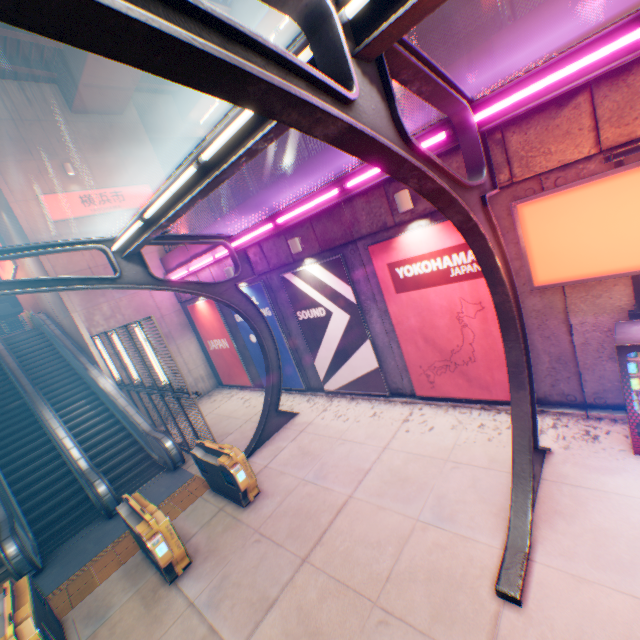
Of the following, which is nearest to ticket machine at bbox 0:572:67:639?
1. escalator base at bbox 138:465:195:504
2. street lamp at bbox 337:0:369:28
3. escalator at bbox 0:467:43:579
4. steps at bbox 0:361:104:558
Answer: escalator base at bbox 138:465:195:504

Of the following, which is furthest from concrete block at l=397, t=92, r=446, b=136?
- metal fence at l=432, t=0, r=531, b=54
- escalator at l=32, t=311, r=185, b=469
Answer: escalator at l=32, t=311, r=185, b=469

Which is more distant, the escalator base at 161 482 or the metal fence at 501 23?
the escalator base at 161 482

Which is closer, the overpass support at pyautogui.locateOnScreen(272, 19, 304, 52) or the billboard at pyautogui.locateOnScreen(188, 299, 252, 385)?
the overpass support at pyautogui.locateOnScreen(272, 19, 304, 52)

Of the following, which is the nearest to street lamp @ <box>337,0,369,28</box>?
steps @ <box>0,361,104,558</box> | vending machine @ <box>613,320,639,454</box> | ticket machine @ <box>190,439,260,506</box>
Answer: vending machine @ <box>613,320,639,454</box>

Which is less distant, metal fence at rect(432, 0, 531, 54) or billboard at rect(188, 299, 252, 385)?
metal fence at rect(432, 0, 531, 54)

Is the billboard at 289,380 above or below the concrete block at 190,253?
below

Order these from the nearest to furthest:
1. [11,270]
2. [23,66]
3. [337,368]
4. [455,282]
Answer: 1. [455,282]
2. [337,368]
3. [23,66]
4. [11,270]
